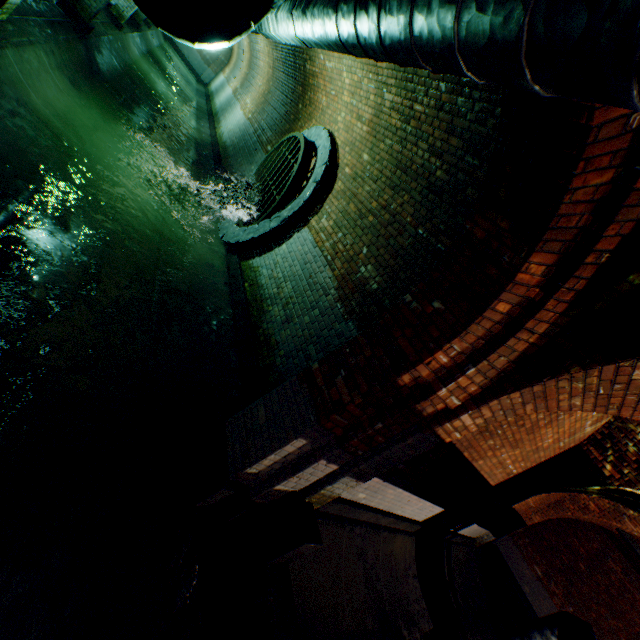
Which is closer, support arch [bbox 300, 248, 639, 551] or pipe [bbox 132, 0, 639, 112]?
pipe [bbox 132, 0, 639, 112]

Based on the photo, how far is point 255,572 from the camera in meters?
Result: 3.0

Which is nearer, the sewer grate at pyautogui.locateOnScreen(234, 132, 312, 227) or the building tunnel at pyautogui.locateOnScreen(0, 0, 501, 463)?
the building tunnel at pyautogui.locateOnScreen(0, 0, 501, 463)

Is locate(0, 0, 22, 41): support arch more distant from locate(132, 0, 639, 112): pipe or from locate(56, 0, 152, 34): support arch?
locate(56, 0, 152, 34): support arch

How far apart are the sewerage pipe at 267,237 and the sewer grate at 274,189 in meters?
0.0 m

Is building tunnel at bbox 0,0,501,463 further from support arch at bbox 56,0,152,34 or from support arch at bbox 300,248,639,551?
support arch at bbox 300,248,639,551

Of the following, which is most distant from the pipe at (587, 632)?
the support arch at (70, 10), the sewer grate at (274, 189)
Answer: the sewer grate at (274, 189)

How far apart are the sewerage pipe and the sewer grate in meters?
0.0
